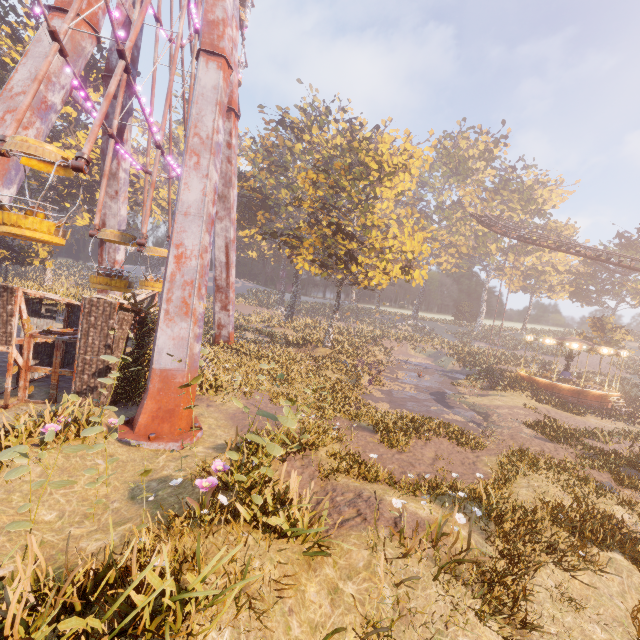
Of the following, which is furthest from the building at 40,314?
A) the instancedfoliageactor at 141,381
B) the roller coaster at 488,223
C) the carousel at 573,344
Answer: the roller coaster at 488,223

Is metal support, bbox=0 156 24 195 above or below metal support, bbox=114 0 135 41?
below

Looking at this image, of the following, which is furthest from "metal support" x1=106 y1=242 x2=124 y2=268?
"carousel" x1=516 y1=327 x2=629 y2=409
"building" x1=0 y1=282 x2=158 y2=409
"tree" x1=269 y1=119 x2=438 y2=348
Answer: "carousel" x1=516 y1=327 x2=629 y2=409

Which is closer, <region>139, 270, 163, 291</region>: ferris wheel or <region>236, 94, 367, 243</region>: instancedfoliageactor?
<region>139, 270, 163, 291</region>: ferris wheel

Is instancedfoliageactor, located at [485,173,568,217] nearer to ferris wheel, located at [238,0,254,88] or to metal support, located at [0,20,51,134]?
ferris wheel, located at [238,0,254,88]

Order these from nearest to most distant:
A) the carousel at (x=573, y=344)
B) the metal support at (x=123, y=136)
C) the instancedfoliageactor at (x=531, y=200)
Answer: the metal support at (x=123, y=136) < the carousel at (x=573, y=344) < the instancedfoliageactor at (x=531, y=200)

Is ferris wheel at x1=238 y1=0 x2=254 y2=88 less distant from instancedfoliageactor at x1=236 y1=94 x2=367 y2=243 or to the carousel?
instancedfoliageactor at x1=236 y1=94 x2=367 y2=243

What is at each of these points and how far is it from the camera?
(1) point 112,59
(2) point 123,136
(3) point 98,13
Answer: (1) metal support, 17.4 meters
(2) metal support, 18.8 meters
(3) metal support, 14.2 meters
